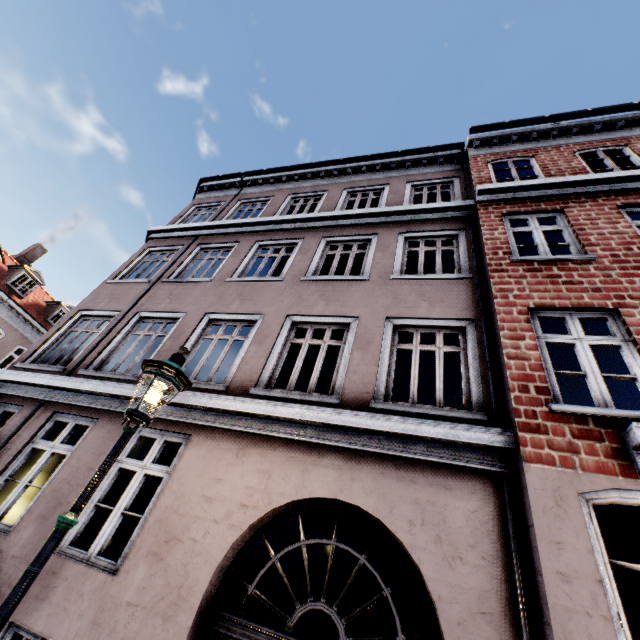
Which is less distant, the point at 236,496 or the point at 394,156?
the point at 236,496

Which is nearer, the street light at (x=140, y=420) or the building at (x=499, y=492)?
the street light at (x=140, y=420)

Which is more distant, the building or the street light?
the building
